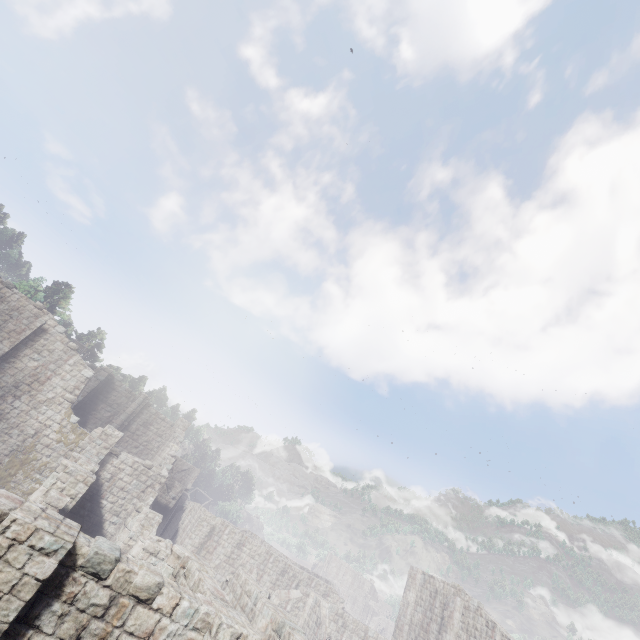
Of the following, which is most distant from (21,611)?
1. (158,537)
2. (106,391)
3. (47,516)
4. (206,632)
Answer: (106,391)

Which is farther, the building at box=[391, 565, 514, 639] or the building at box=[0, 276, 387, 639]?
the building at box=[391, 565, 514, 639]

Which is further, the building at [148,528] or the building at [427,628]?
the building at [427,628]
